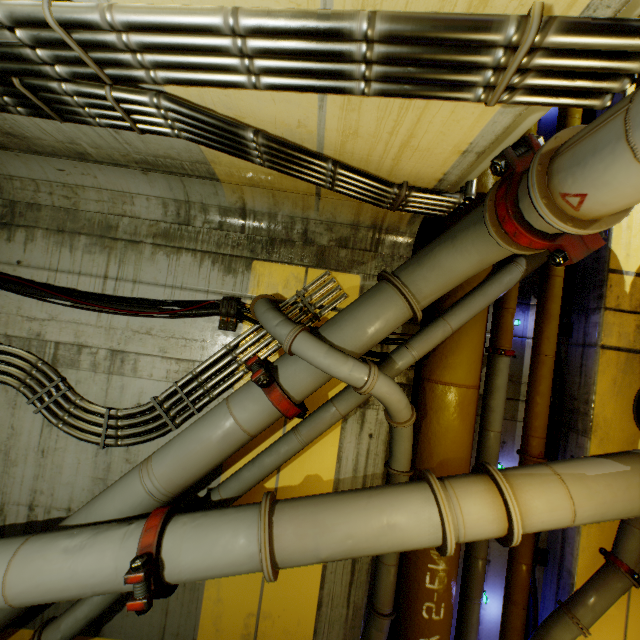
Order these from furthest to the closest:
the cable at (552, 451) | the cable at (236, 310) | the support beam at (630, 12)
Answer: the cable at (552, 451)
the cable at (236, 310)
the support beam at (630, 12)

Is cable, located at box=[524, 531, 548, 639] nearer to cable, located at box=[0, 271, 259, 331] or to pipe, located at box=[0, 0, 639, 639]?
pipe, located at box=[0, 0, 639, 639]

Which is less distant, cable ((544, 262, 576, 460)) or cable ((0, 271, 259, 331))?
cable ((0, 271, 259, 331))

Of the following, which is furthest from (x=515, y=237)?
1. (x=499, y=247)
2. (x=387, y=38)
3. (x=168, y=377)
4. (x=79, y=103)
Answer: (x=168, y=377)

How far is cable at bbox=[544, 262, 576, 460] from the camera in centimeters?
419cm

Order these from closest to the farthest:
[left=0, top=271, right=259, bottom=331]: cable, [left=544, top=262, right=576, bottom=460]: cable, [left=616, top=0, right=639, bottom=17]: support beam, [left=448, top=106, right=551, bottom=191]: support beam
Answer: [left=616, top=0, right=639, bottom=17]: support beam < [left=448, top=106, right=551, bottom=191]: support beam < [left=0, top=271, right=259, bottom=331]: cable < [left=544, top=262, right=576, bottom=460]: cable

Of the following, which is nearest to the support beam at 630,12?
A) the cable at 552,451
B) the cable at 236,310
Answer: the cable at 236,310

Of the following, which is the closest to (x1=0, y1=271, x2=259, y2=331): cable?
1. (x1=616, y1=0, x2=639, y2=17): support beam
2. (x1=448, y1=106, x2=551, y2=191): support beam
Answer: (x1=448, y1=106, x2=551, y2=191): support beam
